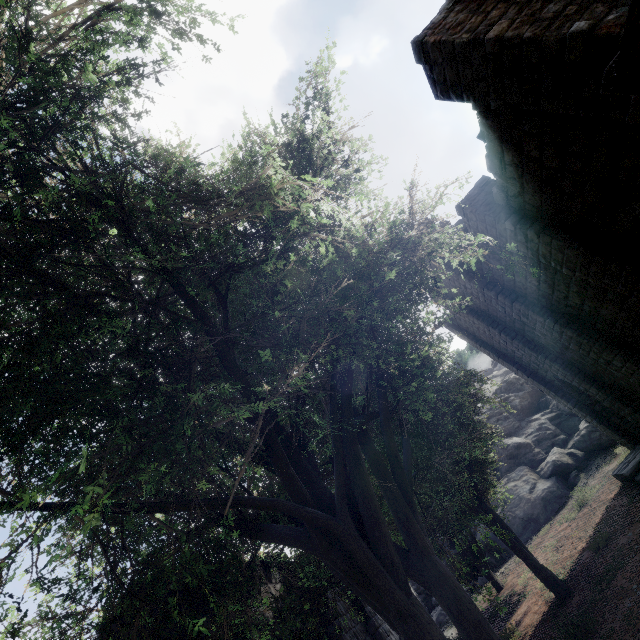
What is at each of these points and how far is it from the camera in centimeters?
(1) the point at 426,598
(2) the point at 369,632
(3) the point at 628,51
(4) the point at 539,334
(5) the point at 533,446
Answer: (1) rock, 2609cm
(2) building, 1174cm
(3) wooden lamp post, 313cm
(4) building, 1462cm
(5) rock, 2716cm

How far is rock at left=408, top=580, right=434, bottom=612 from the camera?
25.7 meters

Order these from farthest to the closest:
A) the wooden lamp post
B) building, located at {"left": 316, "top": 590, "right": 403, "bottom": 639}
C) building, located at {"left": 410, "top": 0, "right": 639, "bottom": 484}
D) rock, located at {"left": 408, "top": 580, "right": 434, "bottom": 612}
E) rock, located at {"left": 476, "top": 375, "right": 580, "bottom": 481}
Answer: rock, located at {"left": 476, "top": 375, "right": 580, "bottom": 481}, rock, located at {"left": 408, "top": 580, "right": 434, "bottom": 612}, building, located at {"left": 316, "top": 590, "right": 403, "bottom": 639}, building, located at {"left": 410, "top": 0, "right": 639, "bottom": 484}, the wooden lamp post

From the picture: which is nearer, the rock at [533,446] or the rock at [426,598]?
the rock at [426,598]

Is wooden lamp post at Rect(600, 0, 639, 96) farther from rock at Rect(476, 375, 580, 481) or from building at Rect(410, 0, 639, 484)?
rock at Rect(476, 375, 580, 481)

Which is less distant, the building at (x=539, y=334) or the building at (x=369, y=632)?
the building at (x=539, y=334)
